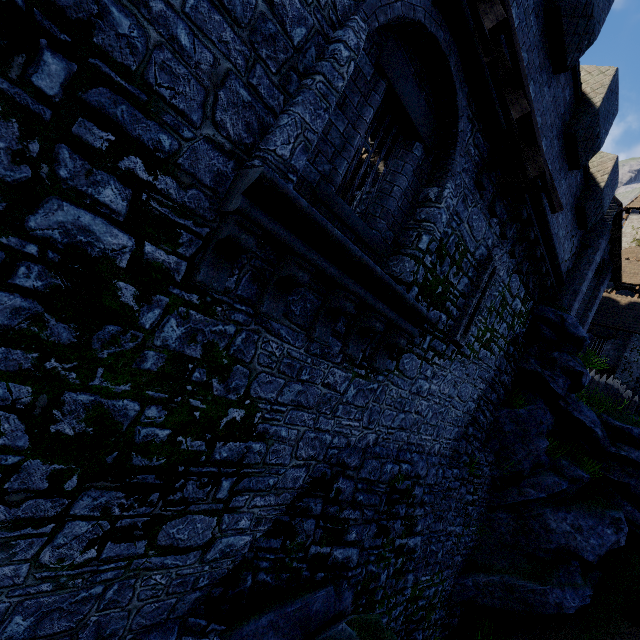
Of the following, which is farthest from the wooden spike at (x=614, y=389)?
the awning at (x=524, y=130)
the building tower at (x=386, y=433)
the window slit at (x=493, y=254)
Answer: the awning at (x=524, y=130)

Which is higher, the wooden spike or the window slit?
the wooden spike

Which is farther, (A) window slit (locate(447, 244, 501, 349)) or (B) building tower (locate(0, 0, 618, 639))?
(A) window slit (locate(447, 244, 501, 349))

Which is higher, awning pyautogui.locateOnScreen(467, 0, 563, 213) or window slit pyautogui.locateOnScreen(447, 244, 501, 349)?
awning pyautogui.locateOnScreen(467, 0, 563, 213)

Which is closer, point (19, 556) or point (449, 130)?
point (19, 556)

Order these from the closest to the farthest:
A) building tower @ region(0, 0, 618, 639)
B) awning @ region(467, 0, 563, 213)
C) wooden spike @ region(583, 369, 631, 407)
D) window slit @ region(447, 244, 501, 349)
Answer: building tower @ region(0, 0, 618, 639), awning @ region(467, 0, 563, 213), window slit @ region(447, 244, 501, 349), wooden spike @ region(583, 369, 631, 407)

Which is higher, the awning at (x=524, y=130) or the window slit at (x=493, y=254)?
the awning at (x=524, y=130)

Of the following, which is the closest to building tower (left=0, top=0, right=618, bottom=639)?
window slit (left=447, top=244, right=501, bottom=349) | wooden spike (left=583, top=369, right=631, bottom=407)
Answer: window slit (left=447, top=244, right=501, bottom=349)
